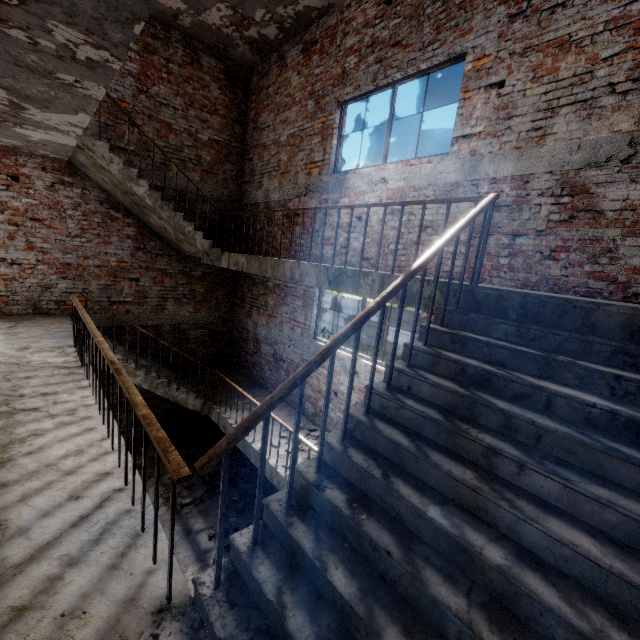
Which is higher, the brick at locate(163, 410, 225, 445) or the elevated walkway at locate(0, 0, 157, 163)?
the elevated walkway at locate(0, 0, 157, 163)

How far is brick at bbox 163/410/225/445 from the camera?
8.91m

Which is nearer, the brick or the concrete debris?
the concrete debris

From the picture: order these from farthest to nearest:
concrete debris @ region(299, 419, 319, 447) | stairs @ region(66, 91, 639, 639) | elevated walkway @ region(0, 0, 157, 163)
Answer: concrete debris @ region(299, 419, 319, 447) → elevated walkway @ region(0, 0, 157, 163) → stairs @ region(66, 91, 639, 639)

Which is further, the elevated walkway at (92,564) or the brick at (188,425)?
the brick at (188,425)

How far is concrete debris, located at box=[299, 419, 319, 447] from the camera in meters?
6.3 m

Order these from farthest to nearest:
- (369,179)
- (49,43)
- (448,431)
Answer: (369,179)
(49,43)
(448,431)

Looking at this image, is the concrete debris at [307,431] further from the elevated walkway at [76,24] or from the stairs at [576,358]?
the elevated walkway at [76,24]
